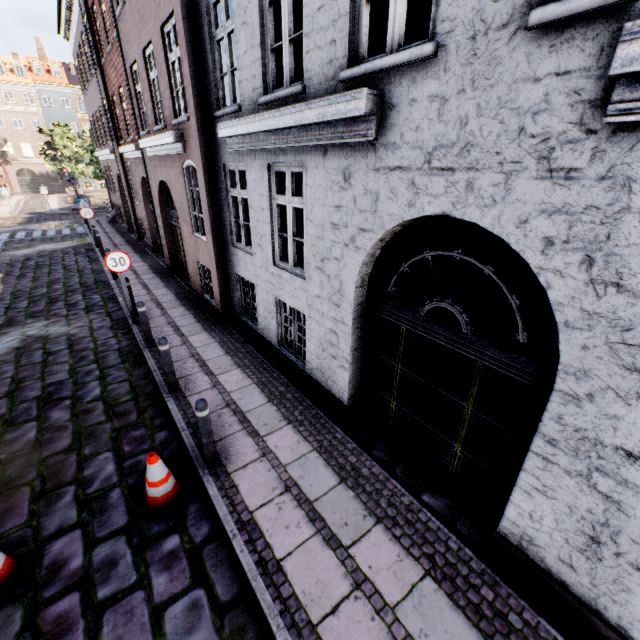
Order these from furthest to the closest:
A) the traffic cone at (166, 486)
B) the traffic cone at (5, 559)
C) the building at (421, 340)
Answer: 1. the traffic cone at (166, 486)
2. the traffic cone at (5, 559)
3. the building at (421, 340)

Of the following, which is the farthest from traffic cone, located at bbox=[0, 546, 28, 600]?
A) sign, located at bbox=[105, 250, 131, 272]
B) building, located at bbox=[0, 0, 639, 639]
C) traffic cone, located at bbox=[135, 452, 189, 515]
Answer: sign, located at bbox=[105, 250, 131, 272]

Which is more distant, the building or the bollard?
the bollard

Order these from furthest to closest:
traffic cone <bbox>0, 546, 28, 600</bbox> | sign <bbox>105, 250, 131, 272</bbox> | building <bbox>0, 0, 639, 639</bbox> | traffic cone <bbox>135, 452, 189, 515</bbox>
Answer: sign <bbox>105, 250, 131, 272</bbox> → traffic cone <bbox>135, 452, 189, 515</bbox> → traffic cone <bbox>0, 546, 28, 600</bbox> → building <bbox>0, 0, 639, 639</bbox>

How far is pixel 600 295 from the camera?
2.3 meters

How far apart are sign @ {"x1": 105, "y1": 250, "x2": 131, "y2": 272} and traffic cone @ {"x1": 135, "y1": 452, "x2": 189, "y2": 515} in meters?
5.4 m

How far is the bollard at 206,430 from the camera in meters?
4.0

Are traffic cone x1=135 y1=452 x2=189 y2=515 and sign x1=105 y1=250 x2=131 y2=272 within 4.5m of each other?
no
